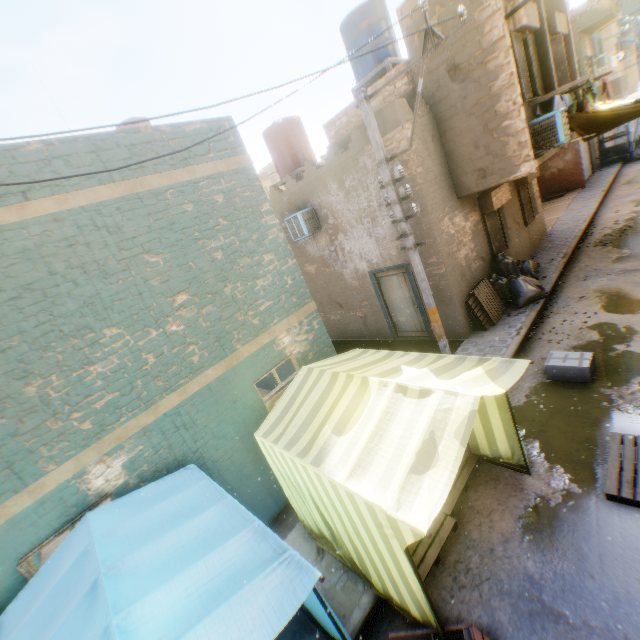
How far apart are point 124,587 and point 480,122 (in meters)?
10.72

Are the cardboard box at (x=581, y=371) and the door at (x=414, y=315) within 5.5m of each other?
yes

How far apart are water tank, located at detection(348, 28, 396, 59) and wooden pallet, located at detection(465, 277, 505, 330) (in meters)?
7.58

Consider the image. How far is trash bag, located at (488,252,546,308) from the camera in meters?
9.5

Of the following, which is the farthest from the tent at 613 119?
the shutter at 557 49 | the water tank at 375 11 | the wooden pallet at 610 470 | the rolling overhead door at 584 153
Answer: the rolling overhead door at 584 153

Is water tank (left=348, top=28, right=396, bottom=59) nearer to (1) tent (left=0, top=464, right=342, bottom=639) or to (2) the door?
(1) tent (left=0, top=464, right=342, bottom=639)

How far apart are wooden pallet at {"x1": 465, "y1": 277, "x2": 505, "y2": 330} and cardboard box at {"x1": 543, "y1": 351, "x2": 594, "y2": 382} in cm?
180

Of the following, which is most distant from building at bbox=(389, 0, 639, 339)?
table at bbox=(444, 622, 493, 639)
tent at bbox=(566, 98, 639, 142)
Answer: table at bbox=(444, 622, 493, 639)
